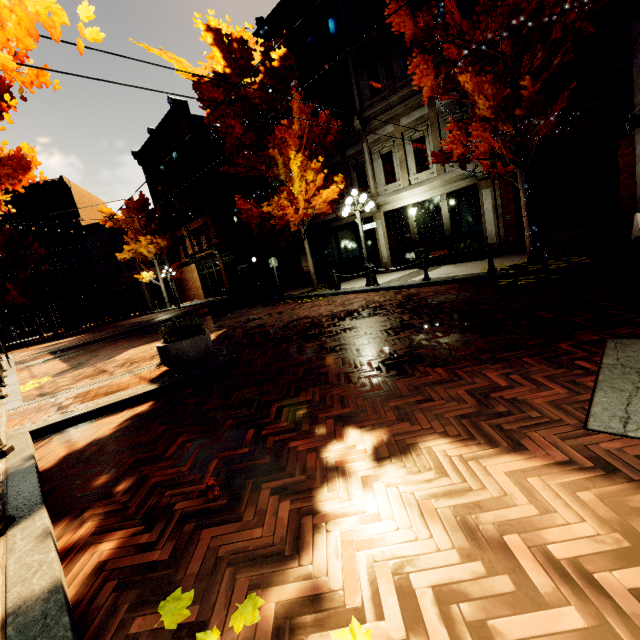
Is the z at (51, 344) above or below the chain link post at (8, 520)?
below

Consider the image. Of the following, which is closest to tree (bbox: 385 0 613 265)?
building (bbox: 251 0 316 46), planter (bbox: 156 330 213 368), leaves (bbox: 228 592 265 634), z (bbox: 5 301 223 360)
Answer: building (bbox: 251 0 316 46)

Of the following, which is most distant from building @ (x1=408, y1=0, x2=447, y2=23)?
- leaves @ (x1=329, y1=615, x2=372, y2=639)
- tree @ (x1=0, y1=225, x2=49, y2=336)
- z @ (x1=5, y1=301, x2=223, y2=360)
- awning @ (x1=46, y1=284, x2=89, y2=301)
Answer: leaves @ (x1=329, y1=615, x2=372, y2=639)

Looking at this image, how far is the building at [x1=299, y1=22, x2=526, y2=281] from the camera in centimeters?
1257cm

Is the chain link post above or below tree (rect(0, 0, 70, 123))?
below

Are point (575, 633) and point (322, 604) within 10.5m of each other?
yes

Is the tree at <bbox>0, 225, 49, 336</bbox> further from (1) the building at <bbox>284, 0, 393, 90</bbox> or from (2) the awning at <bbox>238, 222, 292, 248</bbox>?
(2) the awning at <bbox>238, 222, 292, 248</bbox>

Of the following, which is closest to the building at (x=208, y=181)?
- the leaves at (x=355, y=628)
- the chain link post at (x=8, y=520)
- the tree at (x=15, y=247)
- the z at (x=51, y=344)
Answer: the tree at (x=15, y=247)
